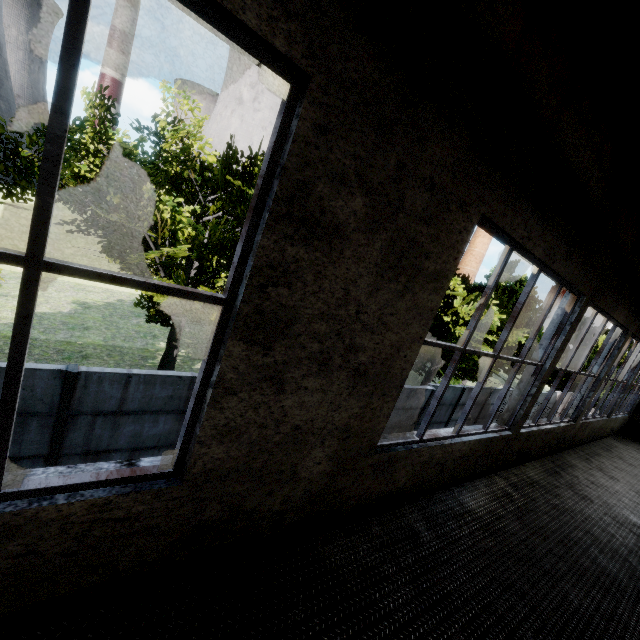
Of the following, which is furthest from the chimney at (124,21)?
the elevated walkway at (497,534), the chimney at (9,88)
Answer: the elevated walkway at (497,534)

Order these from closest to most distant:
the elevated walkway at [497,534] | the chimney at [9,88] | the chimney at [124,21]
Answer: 1. the elevated walkway at [497,534]
2. the chimney at [9,88]
3. the chimney at [124,21]

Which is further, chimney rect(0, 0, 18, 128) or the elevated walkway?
chimney rect(0, 0, 18, 128)

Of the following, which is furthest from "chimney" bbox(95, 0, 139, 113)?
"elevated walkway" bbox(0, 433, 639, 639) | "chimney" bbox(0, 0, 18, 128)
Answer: "elevated walkway" bbox(0, 433, 639, 639)

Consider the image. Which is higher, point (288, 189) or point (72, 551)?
point (288, 189)

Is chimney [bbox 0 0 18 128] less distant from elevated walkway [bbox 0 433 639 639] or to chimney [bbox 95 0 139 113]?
chimney [bbox 95 0 139 113]

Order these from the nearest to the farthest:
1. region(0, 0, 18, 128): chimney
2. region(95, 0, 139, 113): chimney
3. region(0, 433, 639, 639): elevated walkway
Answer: region(0, 433, 639, 639): elevated walkway → region(0, 0, 18, 128): chimney → region(95, 0, 139, 113): chimney

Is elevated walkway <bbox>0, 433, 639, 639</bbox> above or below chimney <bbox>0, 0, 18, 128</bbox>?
below
